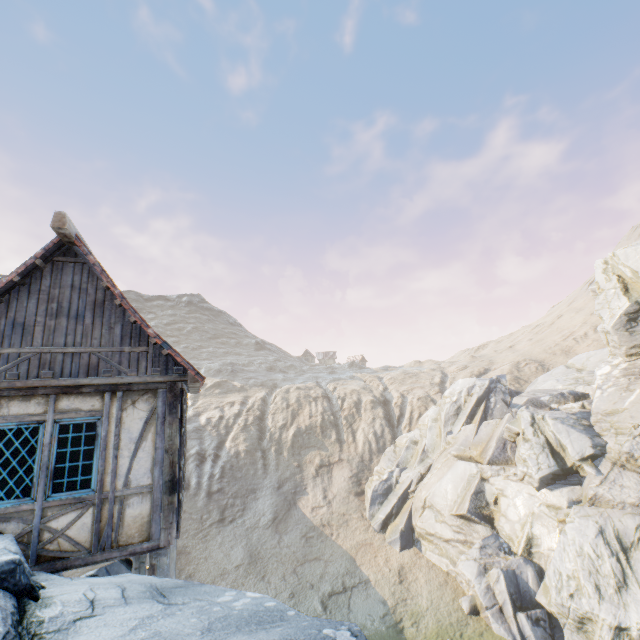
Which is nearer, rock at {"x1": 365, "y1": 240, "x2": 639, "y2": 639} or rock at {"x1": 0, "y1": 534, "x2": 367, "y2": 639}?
rock at {"x1": 0, "y1": 534, "x2": 367, "y2": 639}

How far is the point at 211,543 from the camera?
23.2m

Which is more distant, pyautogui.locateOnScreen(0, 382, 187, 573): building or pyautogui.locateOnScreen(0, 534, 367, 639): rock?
pyautogui.locateOnScreen(0, 382, 187, 573): building

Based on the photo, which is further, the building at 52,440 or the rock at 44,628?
the building at 52,440

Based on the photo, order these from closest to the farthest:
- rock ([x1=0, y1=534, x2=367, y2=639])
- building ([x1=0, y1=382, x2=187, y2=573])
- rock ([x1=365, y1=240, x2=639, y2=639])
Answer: rock ([x1=0, y1=534, x2=367, y2=639]) → building ([x1=0, y1=382, x2=187, y2=573]) → rock ([x1=365, y1=240, x2=639, y2=639])

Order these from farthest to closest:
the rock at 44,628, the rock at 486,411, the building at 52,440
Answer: the rock at 486,411 → the building at 52,440 → the rock at 44,628
